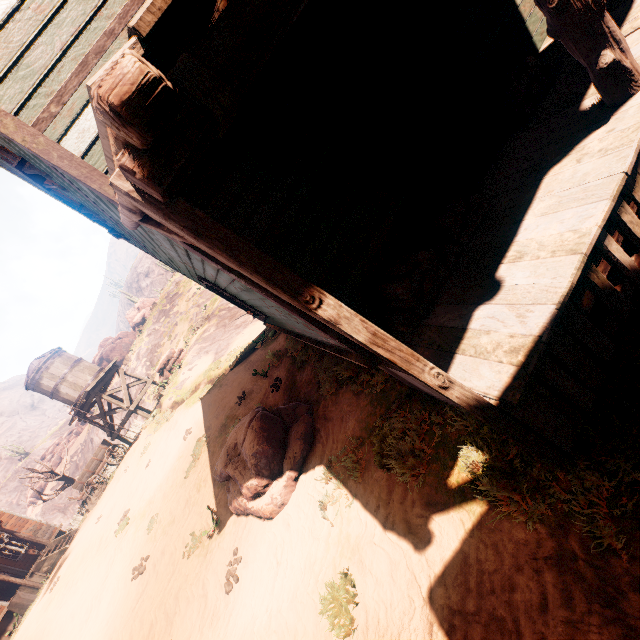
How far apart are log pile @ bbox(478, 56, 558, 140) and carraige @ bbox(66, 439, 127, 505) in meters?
23.0 m

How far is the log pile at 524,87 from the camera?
3.8 meters

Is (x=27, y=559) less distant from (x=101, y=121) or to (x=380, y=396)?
(x=380, y=396)

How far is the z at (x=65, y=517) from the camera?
36.2 meters

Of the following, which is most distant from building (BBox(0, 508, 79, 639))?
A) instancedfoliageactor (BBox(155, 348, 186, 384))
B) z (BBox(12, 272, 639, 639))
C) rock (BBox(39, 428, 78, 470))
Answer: rock (BBox(39, 428, 78, 470))

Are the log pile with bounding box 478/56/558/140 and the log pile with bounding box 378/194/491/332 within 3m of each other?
yes

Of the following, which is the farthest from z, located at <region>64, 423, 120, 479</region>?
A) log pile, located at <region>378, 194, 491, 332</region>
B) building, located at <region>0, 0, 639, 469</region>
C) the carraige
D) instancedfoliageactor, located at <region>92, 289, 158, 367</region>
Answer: the carraige

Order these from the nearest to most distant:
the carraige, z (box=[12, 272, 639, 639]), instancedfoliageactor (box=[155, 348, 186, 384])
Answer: z (box=[12, 272, 639, 639]) → the carraige → instancedfoliageactor (box=[155, 348, 186, 384])
